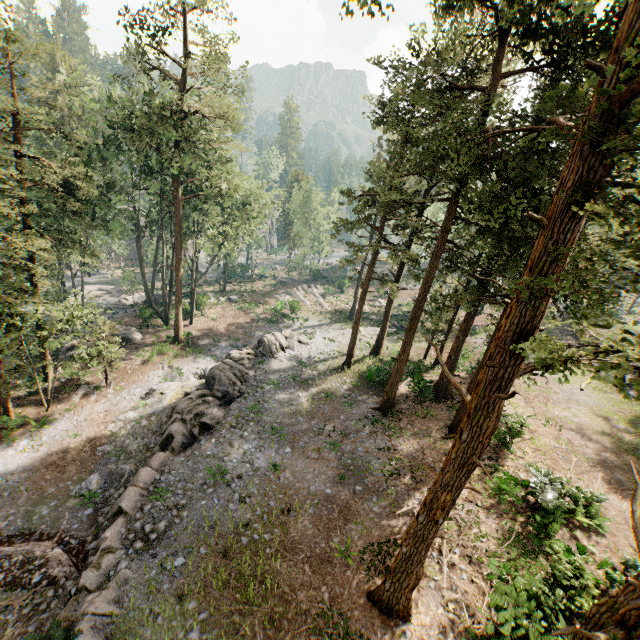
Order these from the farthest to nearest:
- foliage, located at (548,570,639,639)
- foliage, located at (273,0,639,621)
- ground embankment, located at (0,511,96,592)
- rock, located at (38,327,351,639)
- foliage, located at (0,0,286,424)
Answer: foliage, located at (0,0,286,424)
ground embankment, located at (0,511,96,592)
rock, located at (38,327,351,639)
foliage, located at (273,0,639,621)
foliage, located at (548,570,639,639)

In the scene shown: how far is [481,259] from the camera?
16.50m

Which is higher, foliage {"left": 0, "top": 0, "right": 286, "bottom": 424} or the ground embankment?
foliage {"left": 0, "top": 0, "right": 286, "bottom": 424}

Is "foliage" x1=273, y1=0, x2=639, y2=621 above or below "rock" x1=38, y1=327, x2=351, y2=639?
Result: above

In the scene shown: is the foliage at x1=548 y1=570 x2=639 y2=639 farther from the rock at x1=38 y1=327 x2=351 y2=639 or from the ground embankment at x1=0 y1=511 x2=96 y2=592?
the rock at x1=38 y1=327 x2=351 y2=639

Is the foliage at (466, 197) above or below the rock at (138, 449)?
above

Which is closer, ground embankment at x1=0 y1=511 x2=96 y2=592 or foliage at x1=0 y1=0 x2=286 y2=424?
ground embankment at x1=0 y1=511 x2=96 y2=592

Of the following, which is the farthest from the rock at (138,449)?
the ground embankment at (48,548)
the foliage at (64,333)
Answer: the foliage at (64,333)
